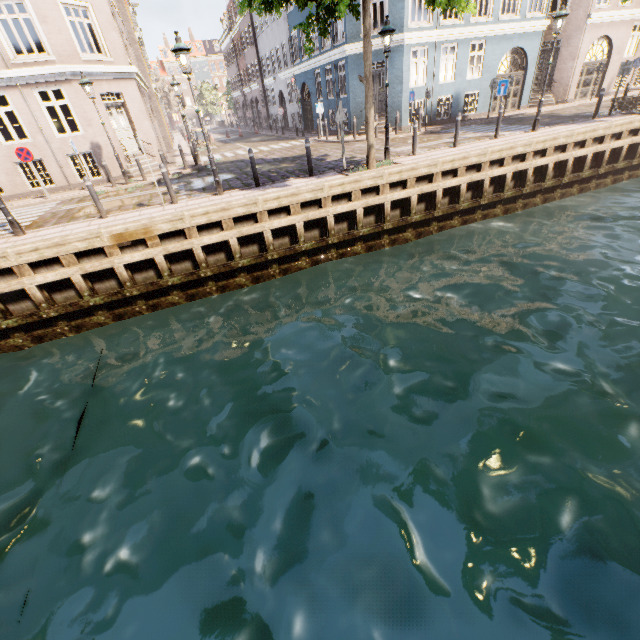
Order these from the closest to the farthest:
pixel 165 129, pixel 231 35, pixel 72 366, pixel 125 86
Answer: pixel 72 366, pixel 125 86, pixel 165 129, pixel 231 35

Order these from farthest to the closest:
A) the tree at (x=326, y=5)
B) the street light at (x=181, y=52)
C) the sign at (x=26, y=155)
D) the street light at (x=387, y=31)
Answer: the sign at (x=26, y=155), the street light at (x=387, y=31), the street light at (x=181, y=52), the tree at (x=326, y=5)

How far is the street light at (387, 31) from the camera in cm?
945

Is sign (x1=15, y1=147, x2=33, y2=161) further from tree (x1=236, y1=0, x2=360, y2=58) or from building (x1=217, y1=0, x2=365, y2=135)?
tree (x1=236, y1=0, x2=360, y2=58)

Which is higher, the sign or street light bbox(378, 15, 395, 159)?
street light bbox(378, 15, 395, 159)

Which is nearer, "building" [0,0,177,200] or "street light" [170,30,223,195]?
"street light" [170,30,223,195]

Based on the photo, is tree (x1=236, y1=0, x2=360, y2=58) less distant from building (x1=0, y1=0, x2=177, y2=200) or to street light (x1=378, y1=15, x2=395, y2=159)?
street light (x1=378, y1=15, x2=395, y2=159)
